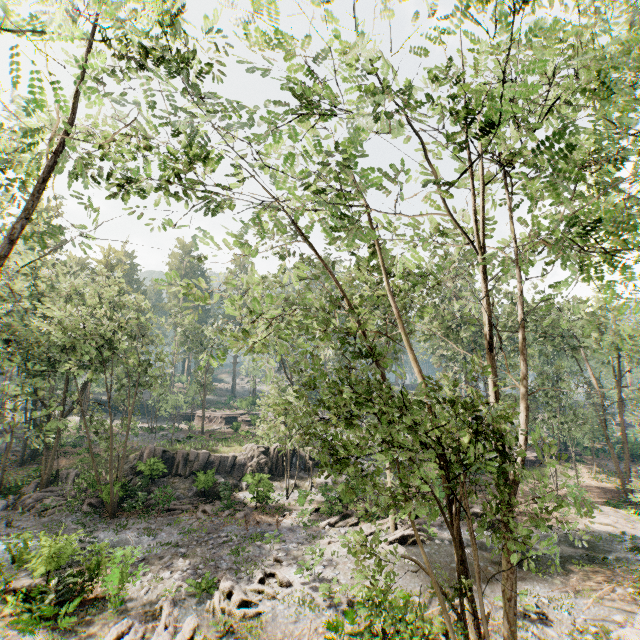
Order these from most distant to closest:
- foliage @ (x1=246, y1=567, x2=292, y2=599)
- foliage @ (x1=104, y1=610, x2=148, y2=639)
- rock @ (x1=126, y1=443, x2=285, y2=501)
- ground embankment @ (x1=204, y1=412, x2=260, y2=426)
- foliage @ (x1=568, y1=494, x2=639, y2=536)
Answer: ground embankment @ (x1=204, y1=412, x2=260, y2=426) → rock @ (x1=126, y1=443, x2=285, y2=501) → foliage @ (x1=246, y1=567, x2=292, y2=599) → foliage @ (x1=104, y1=610, x2=148, y2=639) → foliage @ (x1=568, y1=494, x2=639, y2=536)

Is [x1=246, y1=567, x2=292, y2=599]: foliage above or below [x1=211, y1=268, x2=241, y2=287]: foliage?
below

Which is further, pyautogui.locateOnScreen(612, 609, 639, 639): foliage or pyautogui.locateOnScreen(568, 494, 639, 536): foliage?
pyautogui.locateOnScreen(612, 609, 639, 639): foliage

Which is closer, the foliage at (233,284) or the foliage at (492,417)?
the foliage at (492,417)

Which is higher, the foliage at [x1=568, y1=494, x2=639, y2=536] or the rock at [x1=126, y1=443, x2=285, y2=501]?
the rock at [x1=126, y1=443, x2=285, y2=501]

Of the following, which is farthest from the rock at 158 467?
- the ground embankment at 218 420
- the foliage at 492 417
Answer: the ground embankment at 218 420

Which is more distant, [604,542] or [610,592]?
[604,542]

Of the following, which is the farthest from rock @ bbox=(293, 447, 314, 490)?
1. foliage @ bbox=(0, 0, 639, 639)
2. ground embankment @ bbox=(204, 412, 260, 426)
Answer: ground embankment @ bbox=(204, 412, 260, 426)
